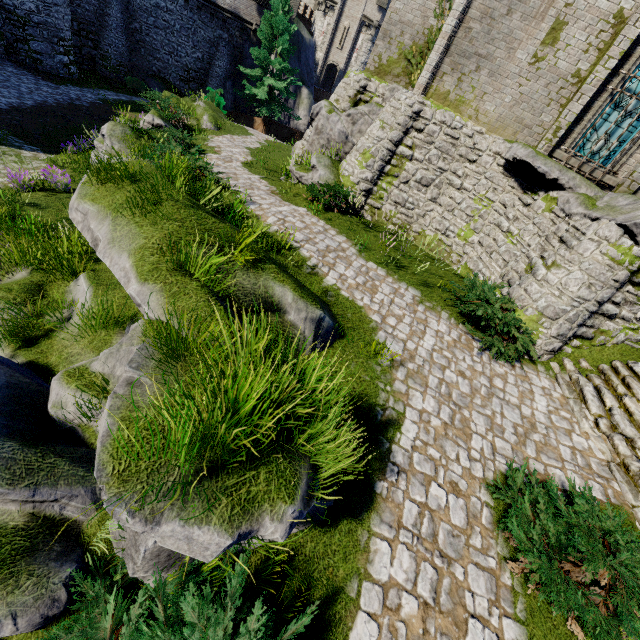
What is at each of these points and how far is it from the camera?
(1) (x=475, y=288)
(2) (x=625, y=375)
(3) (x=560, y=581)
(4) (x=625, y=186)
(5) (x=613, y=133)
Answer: (1) bush, 8.5m
(2) stairs, 7.9m
(3) bush, 3.9m
(4) building, 10.7m
(5) window glass, 10.6m

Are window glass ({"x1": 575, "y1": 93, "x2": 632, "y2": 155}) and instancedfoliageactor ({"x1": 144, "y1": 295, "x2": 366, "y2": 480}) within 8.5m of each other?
no

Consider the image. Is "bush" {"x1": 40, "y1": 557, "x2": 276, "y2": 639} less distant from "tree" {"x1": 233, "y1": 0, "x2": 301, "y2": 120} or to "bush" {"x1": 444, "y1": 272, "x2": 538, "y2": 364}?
"bush" {"x1": 444, "y1": 272, "x2": 538, "y2": 364}

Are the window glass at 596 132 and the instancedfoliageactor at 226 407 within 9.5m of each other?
no

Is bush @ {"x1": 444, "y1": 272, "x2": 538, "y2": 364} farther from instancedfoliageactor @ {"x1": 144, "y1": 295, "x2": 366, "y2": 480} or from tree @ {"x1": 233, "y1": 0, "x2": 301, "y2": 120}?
tree @ {"x1": 233, "y1": 0, "x2": 301, "y2": 120}

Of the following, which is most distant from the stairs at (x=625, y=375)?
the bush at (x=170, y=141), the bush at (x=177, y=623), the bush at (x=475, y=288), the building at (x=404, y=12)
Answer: the bush at (x=170, y=141)

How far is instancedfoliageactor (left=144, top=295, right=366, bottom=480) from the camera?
2.38m

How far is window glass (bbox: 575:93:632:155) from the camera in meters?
10.2 m
